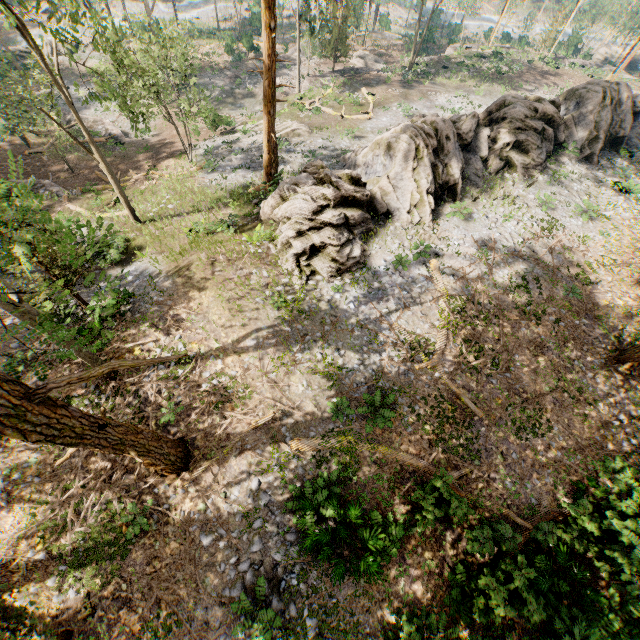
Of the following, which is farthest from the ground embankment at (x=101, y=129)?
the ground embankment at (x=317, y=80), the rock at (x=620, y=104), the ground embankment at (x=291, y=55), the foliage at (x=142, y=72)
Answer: the rock at (x=620, y=104)

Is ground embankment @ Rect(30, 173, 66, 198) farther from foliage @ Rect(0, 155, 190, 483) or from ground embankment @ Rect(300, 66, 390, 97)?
ground embankment @ Rect(300, 66, 390, 97)

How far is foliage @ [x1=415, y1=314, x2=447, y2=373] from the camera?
13.8m

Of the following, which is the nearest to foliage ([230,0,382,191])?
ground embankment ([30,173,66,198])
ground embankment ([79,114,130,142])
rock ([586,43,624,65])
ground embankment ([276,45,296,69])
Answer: ground embankment ([276,45,296,69])

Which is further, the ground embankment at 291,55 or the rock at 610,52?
the rock at 610,52

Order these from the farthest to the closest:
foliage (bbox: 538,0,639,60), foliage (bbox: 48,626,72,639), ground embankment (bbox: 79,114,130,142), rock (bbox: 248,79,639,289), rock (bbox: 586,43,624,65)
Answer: rock (bbox: 586,43,624,65) → foliage (bbox: 538,0,639,60) → ground embankment (bbox: 79,114,130,142) → rock (bbox: 248,79,639,289) → foliage (bbox: 48,626,72,639)

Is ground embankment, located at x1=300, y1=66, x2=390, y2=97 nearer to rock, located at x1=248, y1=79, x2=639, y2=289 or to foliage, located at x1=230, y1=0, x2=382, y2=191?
foliage, located at x1=230, y1=0, x2=382, y2=191

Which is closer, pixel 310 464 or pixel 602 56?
pixel 310 464
